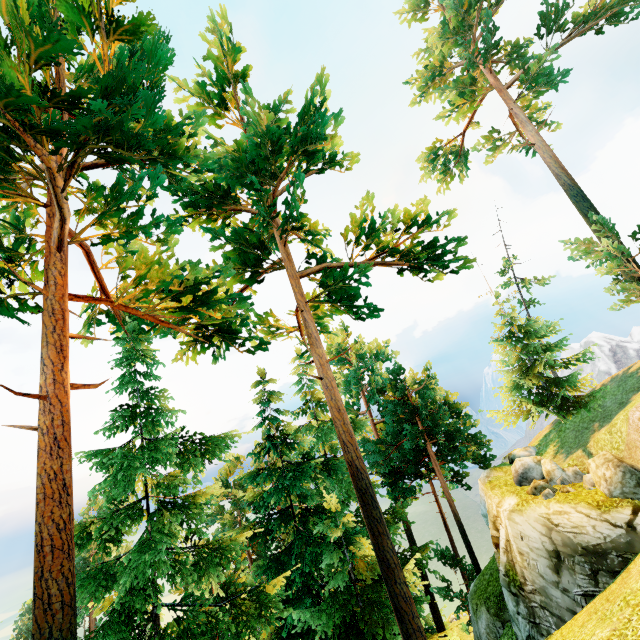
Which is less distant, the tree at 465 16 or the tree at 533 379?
the tree at 465 16

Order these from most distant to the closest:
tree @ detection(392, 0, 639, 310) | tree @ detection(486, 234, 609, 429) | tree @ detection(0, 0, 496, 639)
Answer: tree @ detection(486, 234, 609, 429), tree @ detection(392, 0, 639, 310), tree @ detection(0, 0, 496, 639)

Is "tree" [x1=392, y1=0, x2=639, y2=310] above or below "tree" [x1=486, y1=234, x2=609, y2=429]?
above

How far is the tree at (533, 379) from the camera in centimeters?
2023cm

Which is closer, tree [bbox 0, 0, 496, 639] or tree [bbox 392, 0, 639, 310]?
tree [bbox 0, 0, 496, 639]

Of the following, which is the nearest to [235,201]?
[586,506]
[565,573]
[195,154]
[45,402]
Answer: [195,154]
